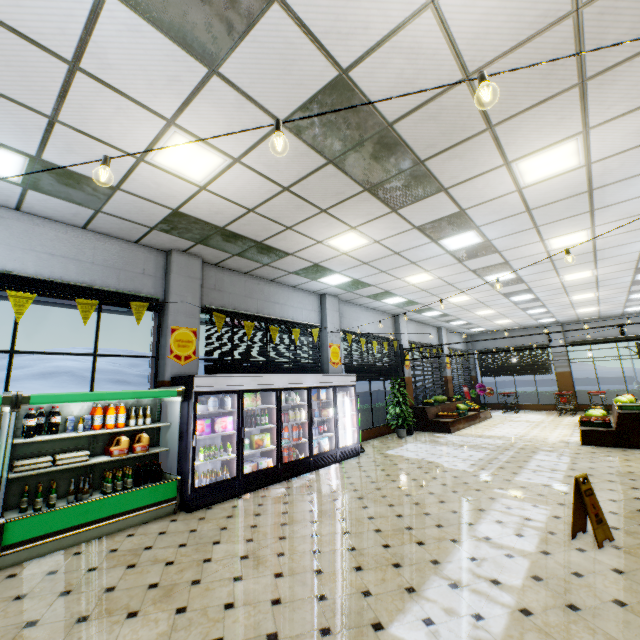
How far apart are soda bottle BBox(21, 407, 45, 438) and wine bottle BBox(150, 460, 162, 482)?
1.7 meters

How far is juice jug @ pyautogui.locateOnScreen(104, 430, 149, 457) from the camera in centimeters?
517cm

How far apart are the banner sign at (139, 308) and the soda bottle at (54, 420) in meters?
1.8 m

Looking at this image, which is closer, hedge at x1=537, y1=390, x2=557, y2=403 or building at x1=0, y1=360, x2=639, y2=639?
building at x1=0, y1=360, x2=639, y2=639

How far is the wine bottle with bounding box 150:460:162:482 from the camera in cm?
542

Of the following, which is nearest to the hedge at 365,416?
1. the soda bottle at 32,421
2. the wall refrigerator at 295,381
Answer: the wall refrigerator at 295,381

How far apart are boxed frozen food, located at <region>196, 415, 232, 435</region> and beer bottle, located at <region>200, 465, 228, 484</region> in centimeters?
65cm

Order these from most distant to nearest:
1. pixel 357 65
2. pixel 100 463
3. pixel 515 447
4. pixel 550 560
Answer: pixel 515 447 < pixel 100 463 < pixel 550 560 < pixel 357 65
